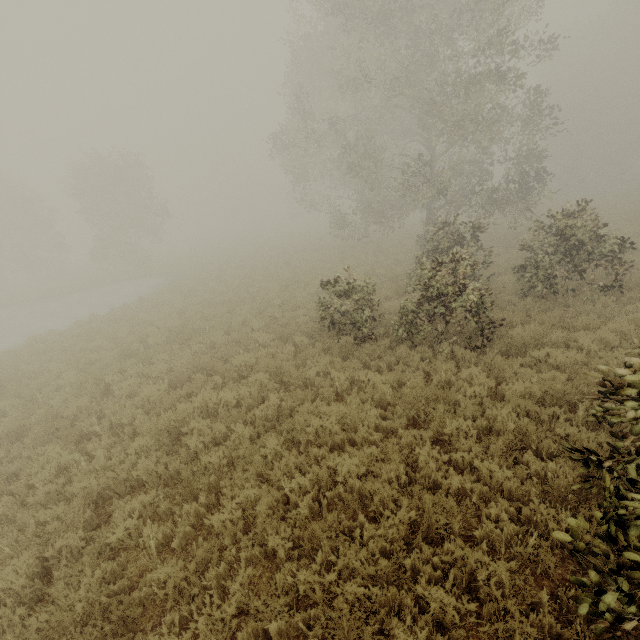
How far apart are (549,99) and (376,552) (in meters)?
50.17
